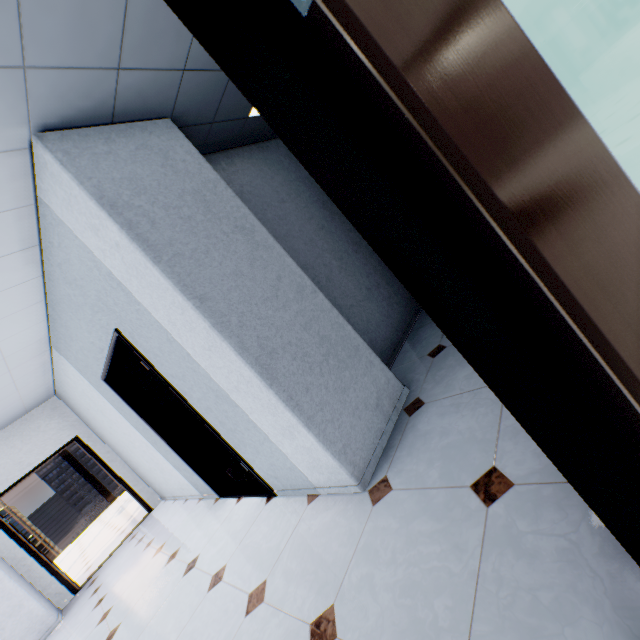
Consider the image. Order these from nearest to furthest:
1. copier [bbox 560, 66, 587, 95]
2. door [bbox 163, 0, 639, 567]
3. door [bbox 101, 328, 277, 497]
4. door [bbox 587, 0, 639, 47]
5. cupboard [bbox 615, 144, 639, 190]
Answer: door [bbox 163, 0, 639, 567], cupboard [bbox 615, 144, 639, 190], door [bbox 101, 328, 277, 497], copier [bbox 560, 66, 587, 95], door [bbox 587, 0, 639, 47]

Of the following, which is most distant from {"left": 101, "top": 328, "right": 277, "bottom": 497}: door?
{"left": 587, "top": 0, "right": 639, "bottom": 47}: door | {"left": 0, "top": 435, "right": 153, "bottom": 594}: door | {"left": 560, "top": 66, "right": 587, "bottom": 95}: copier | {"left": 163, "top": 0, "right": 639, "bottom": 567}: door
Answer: {"left": 587, "top": 0, "right": 639, "bottom": 47}: door

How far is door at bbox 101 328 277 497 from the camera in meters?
2.9

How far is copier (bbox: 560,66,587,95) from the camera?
10.97m

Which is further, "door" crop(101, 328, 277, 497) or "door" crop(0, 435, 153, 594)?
"door" crop(0, 435, 153, 594)

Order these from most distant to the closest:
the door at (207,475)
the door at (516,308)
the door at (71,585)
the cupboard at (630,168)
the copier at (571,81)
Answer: the copier at (571,81), the door at (71,585), the door at (207,475), the cupboard at (630,168), the door at (516,308)

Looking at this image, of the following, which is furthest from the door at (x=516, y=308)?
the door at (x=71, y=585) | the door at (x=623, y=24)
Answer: the door at (x=623, y=24)

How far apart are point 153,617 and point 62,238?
3.31m
